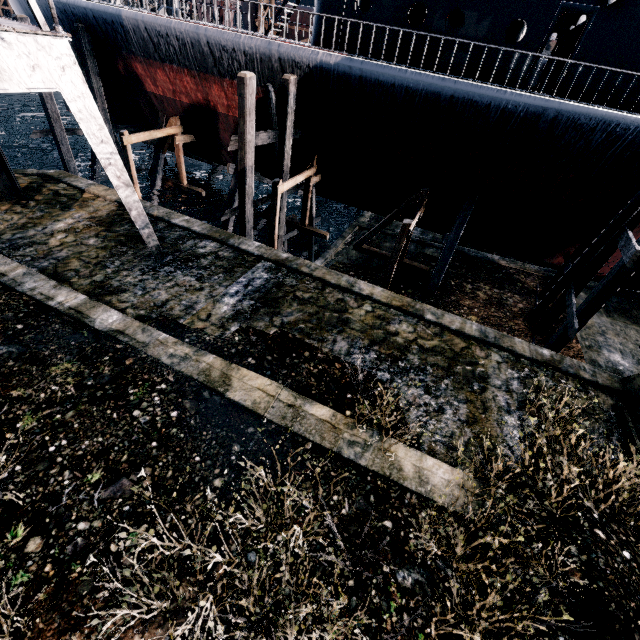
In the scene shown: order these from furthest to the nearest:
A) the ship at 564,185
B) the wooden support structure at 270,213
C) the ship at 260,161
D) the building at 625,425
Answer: the ship at 260,161, the wooden support structure at 270,213, the ship at 564,185, the building at 625,425

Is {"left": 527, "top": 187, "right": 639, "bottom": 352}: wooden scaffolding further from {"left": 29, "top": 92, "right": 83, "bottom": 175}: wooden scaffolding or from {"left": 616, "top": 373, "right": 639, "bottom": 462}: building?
{"left": 616, "top": 373, "right": 639, "bottom": 462}: building

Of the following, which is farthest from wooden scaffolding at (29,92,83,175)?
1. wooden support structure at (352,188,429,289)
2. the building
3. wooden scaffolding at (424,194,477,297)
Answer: → the building

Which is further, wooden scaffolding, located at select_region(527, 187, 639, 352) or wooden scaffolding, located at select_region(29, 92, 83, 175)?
wooden scaffolding, located at select_region(29, 92, 83, 175)

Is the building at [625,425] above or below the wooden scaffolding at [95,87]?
below

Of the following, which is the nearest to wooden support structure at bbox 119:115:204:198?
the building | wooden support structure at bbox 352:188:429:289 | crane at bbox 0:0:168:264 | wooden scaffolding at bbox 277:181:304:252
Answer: crane at bbox 0:0:168:264

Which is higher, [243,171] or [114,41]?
[114,41]

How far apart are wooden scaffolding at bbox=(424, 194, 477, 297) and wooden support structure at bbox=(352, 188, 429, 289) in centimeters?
102cm
